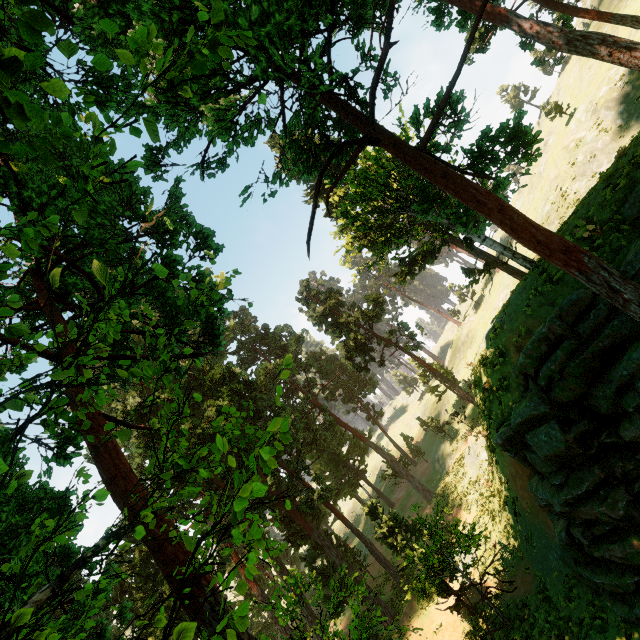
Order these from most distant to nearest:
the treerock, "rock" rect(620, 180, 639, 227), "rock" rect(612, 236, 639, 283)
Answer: "rock" rect(620, 180, 639, 227) → "rock" rect(612, 236, 639, 283) → the treerock

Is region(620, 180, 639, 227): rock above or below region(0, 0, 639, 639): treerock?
below

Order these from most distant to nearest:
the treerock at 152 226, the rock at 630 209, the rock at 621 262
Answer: the rock at 630 209
the rock at 621 262
the treerock at 152 226

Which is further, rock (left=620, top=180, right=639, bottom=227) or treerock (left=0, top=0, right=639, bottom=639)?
rock (left=620, top=180, right=639, bottom=227)

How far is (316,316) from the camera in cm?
3500

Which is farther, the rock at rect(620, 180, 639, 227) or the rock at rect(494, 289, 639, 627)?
the rock at rect(620, 180, 639, 227)

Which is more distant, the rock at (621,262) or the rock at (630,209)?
the rock at (630,209)
